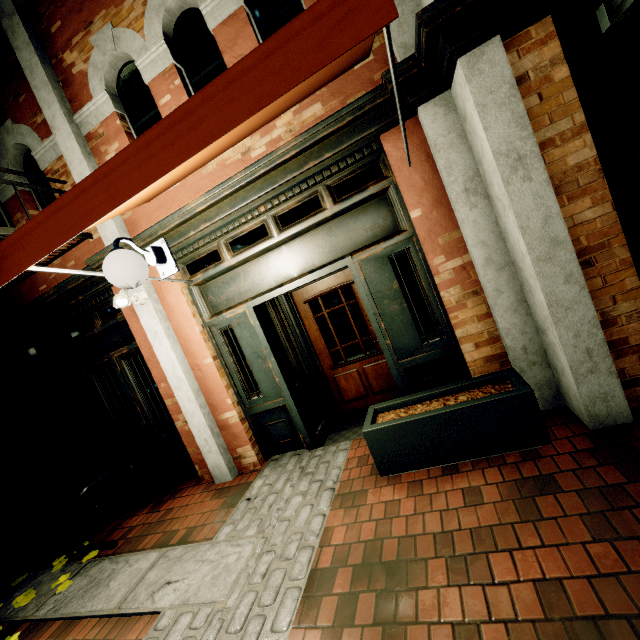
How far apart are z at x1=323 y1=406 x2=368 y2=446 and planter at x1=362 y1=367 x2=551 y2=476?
0.66m

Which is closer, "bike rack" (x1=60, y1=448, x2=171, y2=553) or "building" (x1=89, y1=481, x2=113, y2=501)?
"bike rack" (x1=60, y1=448, x2=171, y2=553)

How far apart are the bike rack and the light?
2.9m

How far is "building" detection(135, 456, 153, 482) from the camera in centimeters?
524cm

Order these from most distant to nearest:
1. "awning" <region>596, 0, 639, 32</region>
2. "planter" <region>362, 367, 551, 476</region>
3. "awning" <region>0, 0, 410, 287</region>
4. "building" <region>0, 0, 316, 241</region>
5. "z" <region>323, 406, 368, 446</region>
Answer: "z" <region>323, 406, 368, 446</region>
"building" <region>0, 0, 316, 241</region>
"planter" <region>362, 367, 551, 476</region>
"awning" <region>596, 0, 639, 32</region>
"awning" <region>0, 0, 410, 287</region>

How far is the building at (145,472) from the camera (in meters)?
5.24

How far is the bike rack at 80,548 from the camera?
3.9 meters

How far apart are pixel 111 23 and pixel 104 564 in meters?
6.2 m
